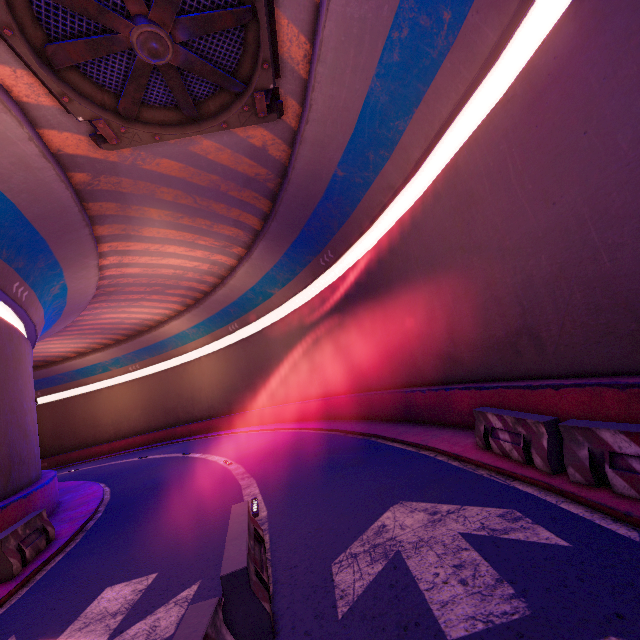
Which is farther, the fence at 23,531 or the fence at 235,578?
the fence at 23,531

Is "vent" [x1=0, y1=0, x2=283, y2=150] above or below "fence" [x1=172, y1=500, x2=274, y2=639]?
above

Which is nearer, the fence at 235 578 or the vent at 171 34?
the fence at 235 578

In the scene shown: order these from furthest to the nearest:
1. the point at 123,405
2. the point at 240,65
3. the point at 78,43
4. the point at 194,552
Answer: the point at 123,405
the point at 240,65
the point at 78,43
the point at 194,552

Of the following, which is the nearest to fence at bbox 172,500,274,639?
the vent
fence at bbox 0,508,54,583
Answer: fence at bbox 0,508,54,583

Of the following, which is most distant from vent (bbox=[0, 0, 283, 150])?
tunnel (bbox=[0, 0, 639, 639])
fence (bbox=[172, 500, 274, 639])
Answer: fence (bbox=[172, 500, 274, 639])

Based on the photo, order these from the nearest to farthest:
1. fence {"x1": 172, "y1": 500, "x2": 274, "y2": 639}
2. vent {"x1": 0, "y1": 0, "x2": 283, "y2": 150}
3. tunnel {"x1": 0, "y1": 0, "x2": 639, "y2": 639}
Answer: fence {"x1": 172, "y1": 500, "x2": 274, "y2": 639} < tunnel {"x1": 0, "y1": 0, "x2": 639, "y2": 639} < vent {"x1": 0, "y1": 0, "x2": 283, "y2": 150}

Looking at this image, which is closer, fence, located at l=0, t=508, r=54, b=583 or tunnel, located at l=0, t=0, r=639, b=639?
tunnel, located at l=0, t=0, r=639, b=639
